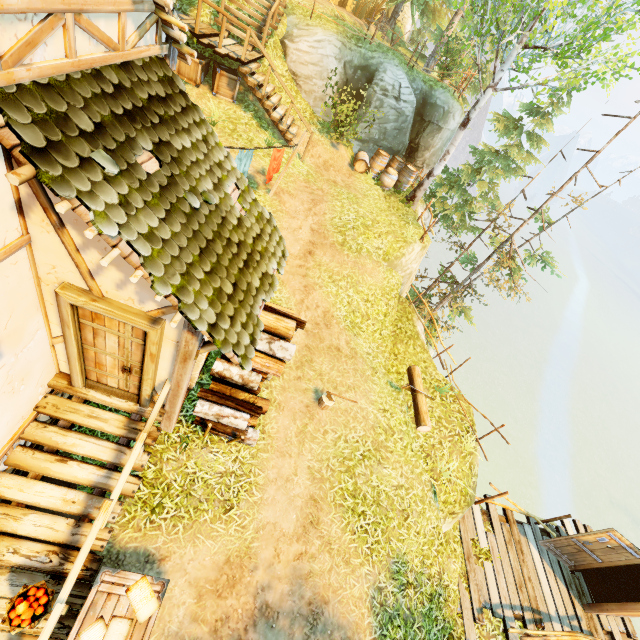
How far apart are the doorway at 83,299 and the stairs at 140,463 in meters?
0.7

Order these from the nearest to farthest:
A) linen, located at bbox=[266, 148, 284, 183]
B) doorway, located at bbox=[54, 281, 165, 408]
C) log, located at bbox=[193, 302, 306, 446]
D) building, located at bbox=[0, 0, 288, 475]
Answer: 1. building, located at bbox=[0, 0, 288, 475]
2. doorway, located at bbox=[54, 281, 165, 408]
3. log, located at bbox=[193, 302, 306, 446]
4. linen, located at bbox=[266, 148, 284, 183]

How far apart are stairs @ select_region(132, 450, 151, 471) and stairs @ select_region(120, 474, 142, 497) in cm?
10

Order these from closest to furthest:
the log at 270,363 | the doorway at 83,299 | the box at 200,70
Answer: the doorway at 83,299 → the log at 270,363 → the box at 200,70

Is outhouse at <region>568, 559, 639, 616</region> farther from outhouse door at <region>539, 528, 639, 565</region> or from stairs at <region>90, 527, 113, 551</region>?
stairs at <region>90, 527, 113, 551</region>

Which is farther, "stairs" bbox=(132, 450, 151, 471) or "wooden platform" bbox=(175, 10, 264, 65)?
"wooden platform" bbox=(175, 10, 264, 65)

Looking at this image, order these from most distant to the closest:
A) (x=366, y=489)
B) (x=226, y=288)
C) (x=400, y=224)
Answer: (x=400, y=224) < (x=366, y=489) < (x=226, y=288)

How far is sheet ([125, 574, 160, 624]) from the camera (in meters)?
4.35
